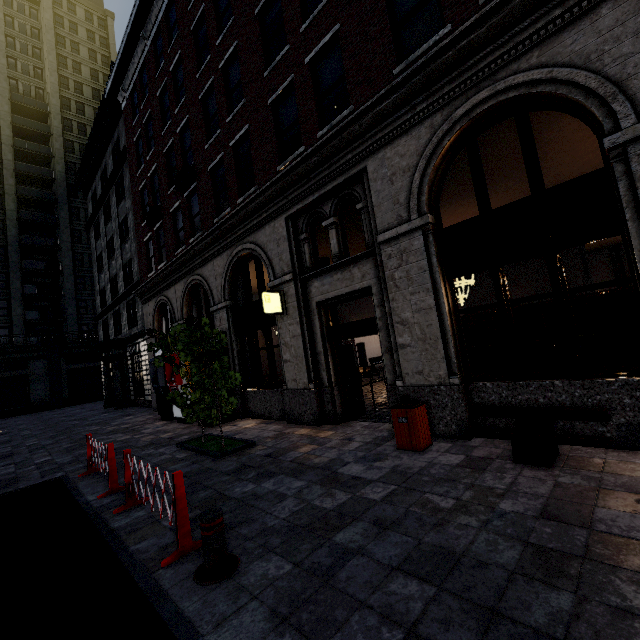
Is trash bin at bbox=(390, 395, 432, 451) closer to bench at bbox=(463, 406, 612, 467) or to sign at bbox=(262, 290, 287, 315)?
bench at bbox=(463, 406, 612, 467)

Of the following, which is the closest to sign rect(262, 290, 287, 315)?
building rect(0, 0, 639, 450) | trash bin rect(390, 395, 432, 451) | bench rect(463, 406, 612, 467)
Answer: building rect(0, 0, 639, 450)

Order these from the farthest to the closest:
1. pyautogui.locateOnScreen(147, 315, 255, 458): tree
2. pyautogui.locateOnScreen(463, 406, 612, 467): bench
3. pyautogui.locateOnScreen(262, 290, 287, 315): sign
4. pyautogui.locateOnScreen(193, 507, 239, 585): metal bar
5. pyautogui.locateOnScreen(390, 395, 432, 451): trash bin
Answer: pyautogui.locateOnScreen(262, 290, 287, 315): sign → pyautogui.locateOnScreen(147, 315, 255, 458): tree → pyautogui.locateOnScreen(390, 395, 432, 451): trash bin → pyautogui.locateOnScreen(463, 406, 612, 467): bench → pyautogui.locateOnScreen(193, 507, 239, 585): metal bar

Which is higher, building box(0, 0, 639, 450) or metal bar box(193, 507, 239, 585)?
building box(0, 0, 639, 450)

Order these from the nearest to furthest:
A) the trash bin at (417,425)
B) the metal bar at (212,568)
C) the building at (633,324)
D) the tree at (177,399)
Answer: the metal bar at (212,568) < the building at (633,324) < the trash bin at (417,425) < the tree at (177,399)

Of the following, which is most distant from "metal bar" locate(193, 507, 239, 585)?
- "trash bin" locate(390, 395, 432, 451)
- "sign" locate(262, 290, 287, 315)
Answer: "sign" locate(262, 290, 287, 315)

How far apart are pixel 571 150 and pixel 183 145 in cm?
1462

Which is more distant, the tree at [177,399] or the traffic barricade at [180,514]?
the tree at [177,399]
